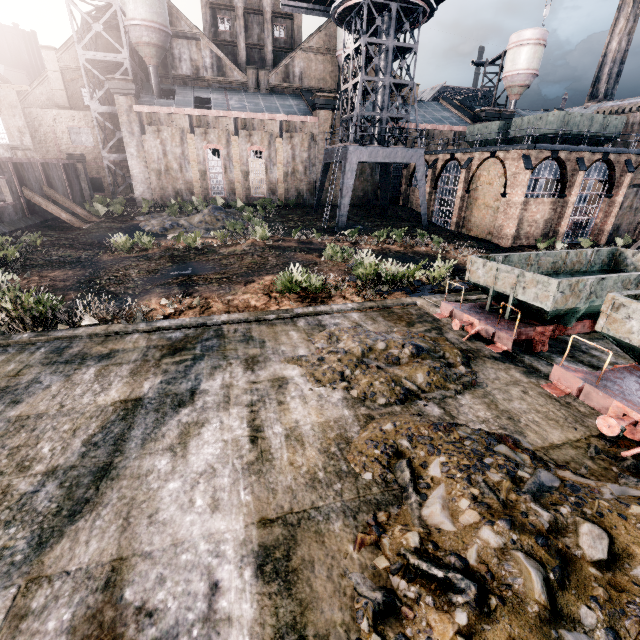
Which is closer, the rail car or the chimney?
the rail car

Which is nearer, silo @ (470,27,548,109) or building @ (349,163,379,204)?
building @ (349,163,379,204)

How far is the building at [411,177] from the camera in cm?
4312

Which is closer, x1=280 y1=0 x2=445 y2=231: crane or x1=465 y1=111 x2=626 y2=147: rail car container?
x1=280 y1=0 x2=445 y2=231: crane

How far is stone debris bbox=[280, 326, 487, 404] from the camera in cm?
720

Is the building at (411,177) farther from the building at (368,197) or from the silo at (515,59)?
the silo at (515,59)

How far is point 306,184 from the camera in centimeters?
4212cm

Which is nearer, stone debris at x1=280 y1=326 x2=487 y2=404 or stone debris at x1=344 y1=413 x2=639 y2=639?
stone debris at x1=344 y1=413 x2=639 y2=639
